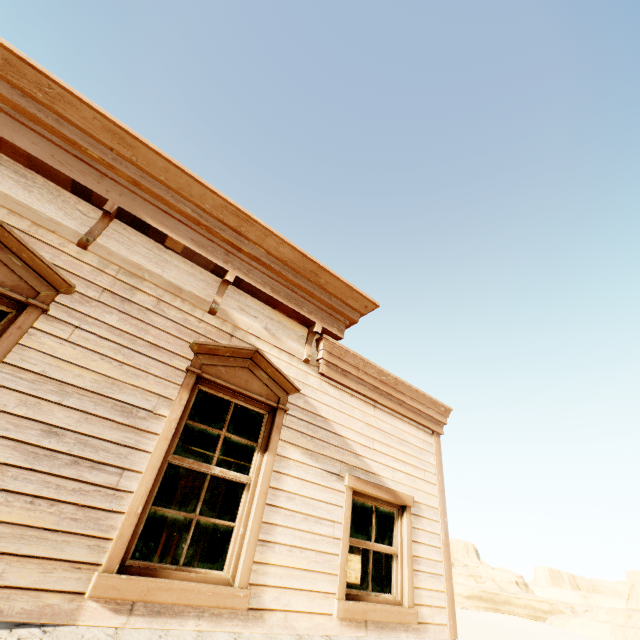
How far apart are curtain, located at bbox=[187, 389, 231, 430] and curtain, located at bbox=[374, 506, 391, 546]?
1.3m

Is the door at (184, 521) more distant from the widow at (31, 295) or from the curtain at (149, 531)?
the widow at (31, 295)

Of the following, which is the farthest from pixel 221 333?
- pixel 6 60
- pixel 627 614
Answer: pixel 627 614

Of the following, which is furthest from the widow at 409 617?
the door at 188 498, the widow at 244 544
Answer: the door at 188 498

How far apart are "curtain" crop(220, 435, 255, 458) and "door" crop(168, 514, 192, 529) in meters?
7.1

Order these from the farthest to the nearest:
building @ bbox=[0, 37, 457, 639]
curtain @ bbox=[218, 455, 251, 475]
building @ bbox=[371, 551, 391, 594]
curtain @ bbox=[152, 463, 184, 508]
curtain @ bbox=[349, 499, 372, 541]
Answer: building @ bbox=[371, 551, 391, 594] < curtain @ bbox=[349, 499, 372, 541] < curtain @ bbox=[218, 455, 251, 475] < curtain @ bbox=[152, 463, 184, 508] < building @ bbox=[0, 37, 457, 639]

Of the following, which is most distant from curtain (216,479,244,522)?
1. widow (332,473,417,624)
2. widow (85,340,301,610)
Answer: widow (332,473,417,624)

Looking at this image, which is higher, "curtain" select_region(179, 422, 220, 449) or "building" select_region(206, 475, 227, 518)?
"building" select_region(206, 475, 227, 518)
